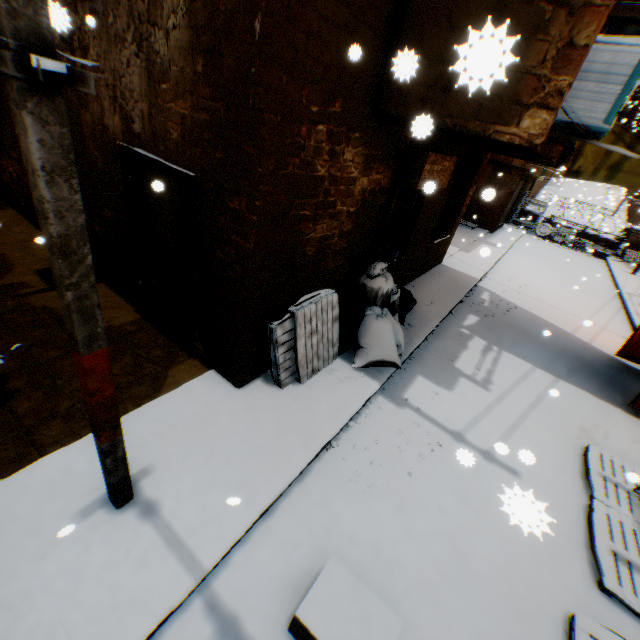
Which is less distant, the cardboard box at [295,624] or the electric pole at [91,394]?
the electric pole at [91,394]

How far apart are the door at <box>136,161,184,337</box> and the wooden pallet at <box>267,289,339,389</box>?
1.3 meters

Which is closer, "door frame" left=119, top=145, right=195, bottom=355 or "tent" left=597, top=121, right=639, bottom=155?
"door frame" left=119, top=145, right=195, bottom=355

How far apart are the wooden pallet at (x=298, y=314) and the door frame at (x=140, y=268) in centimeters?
109cm

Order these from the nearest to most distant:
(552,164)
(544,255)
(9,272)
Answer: (9,272) < (552,164) < (544,255)

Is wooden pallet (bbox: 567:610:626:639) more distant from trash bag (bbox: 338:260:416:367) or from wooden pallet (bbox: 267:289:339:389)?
wooden pallet (bbox: 267:289:339:389)

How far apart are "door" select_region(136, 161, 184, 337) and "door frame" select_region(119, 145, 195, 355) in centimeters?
1cm

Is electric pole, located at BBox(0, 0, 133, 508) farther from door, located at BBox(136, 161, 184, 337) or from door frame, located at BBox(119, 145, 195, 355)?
door, located at BBox(136, 161, 184, 337)
